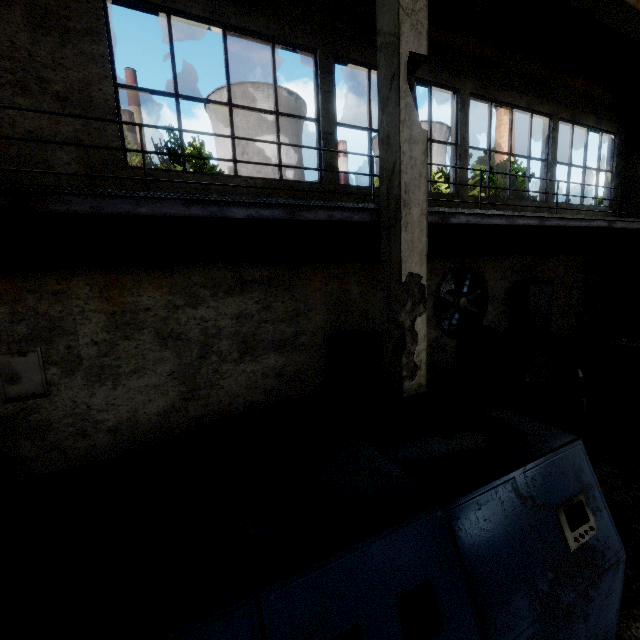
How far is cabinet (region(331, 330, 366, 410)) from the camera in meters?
7.2

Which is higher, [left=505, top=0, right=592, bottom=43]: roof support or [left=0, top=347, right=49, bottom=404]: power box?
[left=505, top=0, right=592, bottom=43]: roof support

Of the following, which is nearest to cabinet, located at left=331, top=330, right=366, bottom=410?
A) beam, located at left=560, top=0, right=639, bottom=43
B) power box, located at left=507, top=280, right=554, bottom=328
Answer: power box, located at left=507, top=280, right=554, bottom=328

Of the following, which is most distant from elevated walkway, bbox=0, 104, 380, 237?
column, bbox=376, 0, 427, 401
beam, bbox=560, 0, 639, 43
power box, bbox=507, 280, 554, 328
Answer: beam, bbox=560, 0, 639, 43

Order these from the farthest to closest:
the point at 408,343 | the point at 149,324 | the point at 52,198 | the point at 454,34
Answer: the point at 454,34 < the point at 149,324 < the point at 408,343 < the point at 52,198

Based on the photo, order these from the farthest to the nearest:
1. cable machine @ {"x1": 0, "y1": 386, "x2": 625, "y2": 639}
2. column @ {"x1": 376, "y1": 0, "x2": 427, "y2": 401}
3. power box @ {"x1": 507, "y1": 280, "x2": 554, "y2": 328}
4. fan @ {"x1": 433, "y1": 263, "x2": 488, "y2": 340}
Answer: power box @ {"x1": 507, "y1": 280, "x2": 554, "y2": 328}, fan @ {"x1": 433, "y1": 263, "x2": 488, "y2": 340}, column @ {"x1": 376, "y1": 0, "x2": 427, "y2": 401}, cable machine @ {"x1": 0, "y1": 386, "x2": 625, "y2": 639}

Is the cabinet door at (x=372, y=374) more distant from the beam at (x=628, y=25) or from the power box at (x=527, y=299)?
the beam at (x=628, y=25)

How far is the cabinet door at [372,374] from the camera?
7.16m
